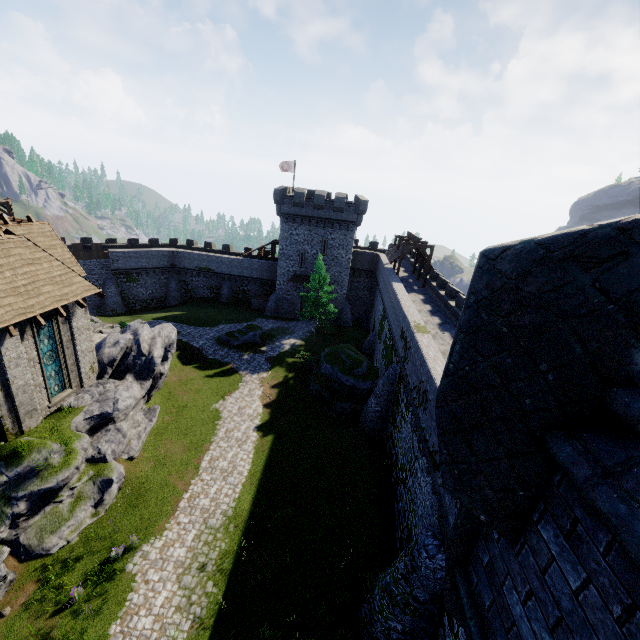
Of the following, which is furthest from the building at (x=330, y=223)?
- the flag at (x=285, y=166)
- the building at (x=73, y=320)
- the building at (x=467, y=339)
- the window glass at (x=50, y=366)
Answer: the building at (x=467, y=339)

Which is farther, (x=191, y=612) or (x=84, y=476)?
(x=84, y=476)

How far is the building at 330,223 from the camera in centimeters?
3988cm

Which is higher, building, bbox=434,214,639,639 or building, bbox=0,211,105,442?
building, bbox=434,214,639,639

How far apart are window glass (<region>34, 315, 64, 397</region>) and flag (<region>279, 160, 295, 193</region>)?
35.6m

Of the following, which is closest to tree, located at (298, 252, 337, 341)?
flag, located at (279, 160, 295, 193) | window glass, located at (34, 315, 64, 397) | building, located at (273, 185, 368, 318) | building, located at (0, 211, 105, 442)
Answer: building, located at (273, 185, 368, 318)

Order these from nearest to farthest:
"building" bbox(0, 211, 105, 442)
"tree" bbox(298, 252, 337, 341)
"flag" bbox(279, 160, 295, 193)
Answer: "building" bbox(0, 211, 105, 442), "tree" bbox(298, 252, 337, 341), "flag" bbox(279, 160, 295, 193)

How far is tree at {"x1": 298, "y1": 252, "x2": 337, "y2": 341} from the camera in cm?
3534
